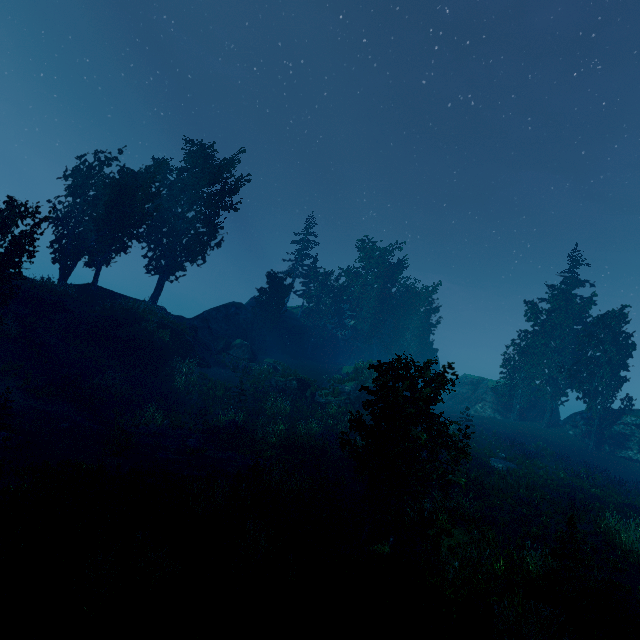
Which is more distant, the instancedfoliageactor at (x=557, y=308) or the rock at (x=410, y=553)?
the instancedfoliageactor at (x=557, y=308)

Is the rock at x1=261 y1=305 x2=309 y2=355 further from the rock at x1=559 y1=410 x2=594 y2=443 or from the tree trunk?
the tree trunk

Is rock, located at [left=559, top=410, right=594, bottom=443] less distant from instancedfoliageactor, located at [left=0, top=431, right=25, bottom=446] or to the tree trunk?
instancedfoliageactor, located at [left=0, top=431, right=25, bottom=446]

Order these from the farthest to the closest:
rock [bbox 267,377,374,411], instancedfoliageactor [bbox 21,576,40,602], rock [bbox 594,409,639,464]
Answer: rock [bbox 267,377,374,411]
rock [bbox 594,409,639,464]
instancedfoliageactor [bbox 21,576,40,602]

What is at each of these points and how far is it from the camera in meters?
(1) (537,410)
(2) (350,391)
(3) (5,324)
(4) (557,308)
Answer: (1) rock, 38.3 m
(2) rock, 30.4 m
(3) instancedfoliageactor, 17.4 m
(4) instancedfoliageactor, 36.8 m

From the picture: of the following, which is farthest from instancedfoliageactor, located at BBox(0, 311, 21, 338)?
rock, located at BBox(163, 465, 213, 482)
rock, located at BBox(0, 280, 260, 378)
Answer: rock, located at BBox(163, 465, 213, 482)

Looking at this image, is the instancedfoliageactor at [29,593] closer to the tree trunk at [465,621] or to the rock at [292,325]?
the rock at [292,325]

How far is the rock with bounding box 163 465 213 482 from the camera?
13.6 meters
